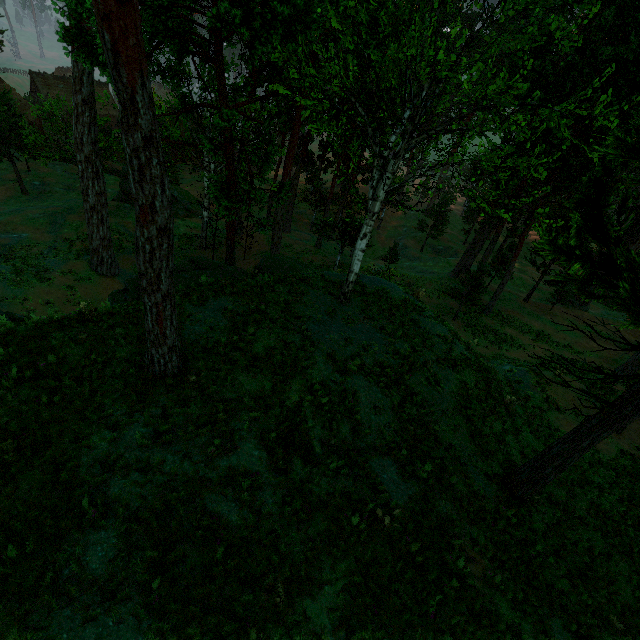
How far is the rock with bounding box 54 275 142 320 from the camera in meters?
10.6

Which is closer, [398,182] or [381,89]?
[398,182]

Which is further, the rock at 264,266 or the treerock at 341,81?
the rock at 264,266

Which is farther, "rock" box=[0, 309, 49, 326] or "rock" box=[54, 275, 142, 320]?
"rock" box=[54, 275, 142, 320]

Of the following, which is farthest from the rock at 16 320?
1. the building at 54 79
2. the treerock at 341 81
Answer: the building at 54 79

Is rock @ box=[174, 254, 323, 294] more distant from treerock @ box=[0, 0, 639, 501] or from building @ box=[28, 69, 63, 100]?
building @ box=[28, 69, 63, 100]
